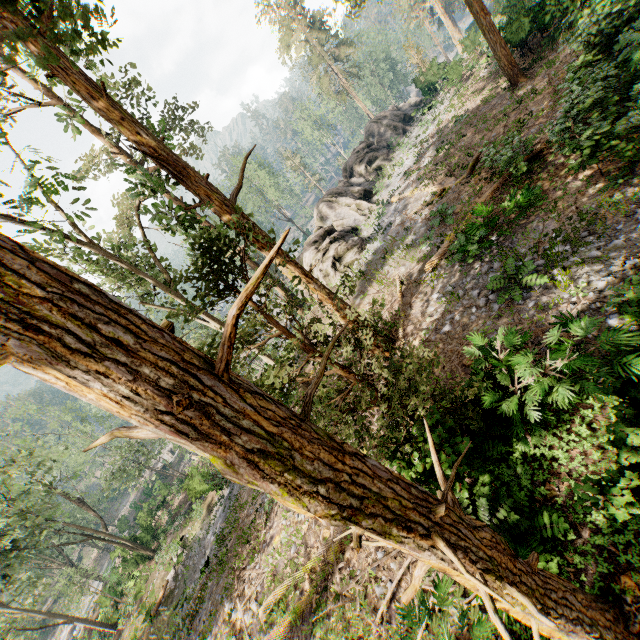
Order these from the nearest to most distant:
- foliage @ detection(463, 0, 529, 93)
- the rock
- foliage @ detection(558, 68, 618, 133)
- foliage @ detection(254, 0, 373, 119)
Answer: foliage @ detection(558, 68, 618, 133), foliage @ detection(463, 0, 529, 93), the rock, foliage @ detection(254, 0, 373, 119)

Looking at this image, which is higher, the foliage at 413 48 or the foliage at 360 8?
the foliage at 360 8

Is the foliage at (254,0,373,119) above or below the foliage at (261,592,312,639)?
above

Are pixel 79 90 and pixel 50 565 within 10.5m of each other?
no

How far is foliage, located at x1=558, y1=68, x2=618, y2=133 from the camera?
9.4m

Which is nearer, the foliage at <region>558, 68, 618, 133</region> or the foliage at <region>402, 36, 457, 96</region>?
the foliage at <region>558, 68, 618, 133</region>

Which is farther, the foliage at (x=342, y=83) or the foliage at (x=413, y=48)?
the foliage at (x=342, y=83)
